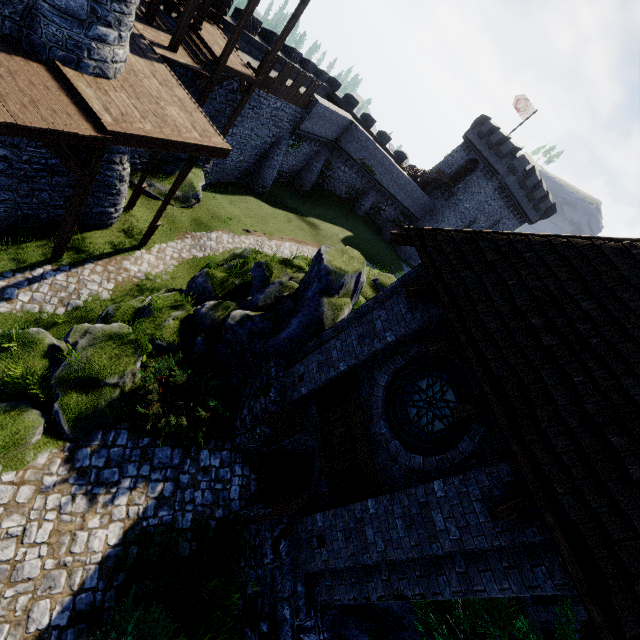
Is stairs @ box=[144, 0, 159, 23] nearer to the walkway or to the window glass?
the walkway

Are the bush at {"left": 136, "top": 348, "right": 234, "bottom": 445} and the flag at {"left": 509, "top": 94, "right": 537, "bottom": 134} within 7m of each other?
no

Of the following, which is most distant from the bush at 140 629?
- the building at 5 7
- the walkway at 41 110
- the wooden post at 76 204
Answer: the building at 5 7

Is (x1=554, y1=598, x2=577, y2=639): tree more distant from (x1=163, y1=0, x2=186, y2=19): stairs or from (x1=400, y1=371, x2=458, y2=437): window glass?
(x1=163, y1=0, x2=186, y2=19): stairs

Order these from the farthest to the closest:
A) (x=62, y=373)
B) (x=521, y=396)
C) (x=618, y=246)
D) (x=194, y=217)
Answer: (x=194, y=217)
(x=62, y=373)
(x=618, y=246)
(x=521, y=396)

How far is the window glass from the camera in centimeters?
627cm

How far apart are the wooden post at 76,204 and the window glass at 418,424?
10.3 meters

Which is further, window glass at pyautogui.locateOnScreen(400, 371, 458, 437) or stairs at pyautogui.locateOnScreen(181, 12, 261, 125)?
stairs at pyautogui.locateOnScreen(181, 12, 261, 125)
